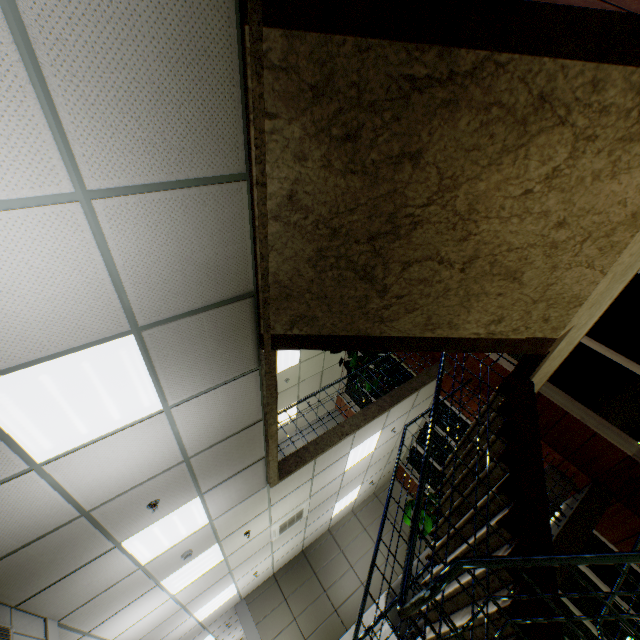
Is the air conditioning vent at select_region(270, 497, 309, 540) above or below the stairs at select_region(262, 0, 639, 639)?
above

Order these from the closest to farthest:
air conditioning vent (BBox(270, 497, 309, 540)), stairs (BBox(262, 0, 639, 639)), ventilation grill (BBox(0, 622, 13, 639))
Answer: stairs (BBox(262, 0, 639, 639)), ventilation grill (BBox(0, 622, 13, 639)), air conditioning vent (BBox(270, 497, 309, 540))

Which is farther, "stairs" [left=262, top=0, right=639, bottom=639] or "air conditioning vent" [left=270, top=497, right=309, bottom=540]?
"air conditioning vent" [left=270, top=497, right=309, bottom=540]

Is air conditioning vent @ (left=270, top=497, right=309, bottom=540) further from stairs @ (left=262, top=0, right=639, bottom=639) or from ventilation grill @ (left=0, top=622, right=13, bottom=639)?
ventilation grill @ (left=0, top=622, right=13, bottom=639)

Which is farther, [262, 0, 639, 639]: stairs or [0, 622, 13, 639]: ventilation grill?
[0, 622, 13, 639]: ventilation grill

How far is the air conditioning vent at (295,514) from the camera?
6.87m

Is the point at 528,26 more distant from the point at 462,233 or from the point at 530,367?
the point at 530,367

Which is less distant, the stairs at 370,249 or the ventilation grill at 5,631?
the stairs at 370,249
